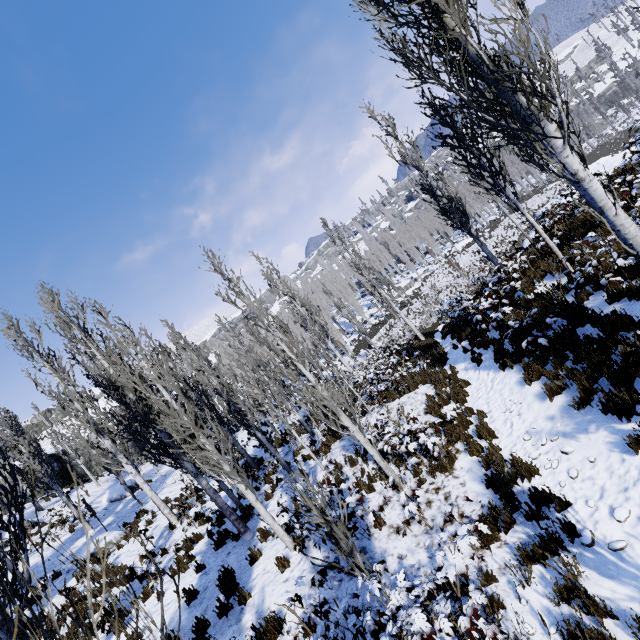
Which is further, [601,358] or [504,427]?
[504,427]

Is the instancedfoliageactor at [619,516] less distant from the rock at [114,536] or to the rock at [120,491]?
the rock at [120,491]

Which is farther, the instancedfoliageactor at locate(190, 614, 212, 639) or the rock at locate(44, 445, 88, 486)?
the rock at locate(44, 445, 88, 486)

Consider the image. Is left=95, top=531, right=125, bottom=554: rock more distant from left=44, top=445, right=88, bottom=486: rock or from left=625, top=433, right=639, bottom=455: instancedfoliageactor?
left=44, top=445, right=88, bottom=486: rock

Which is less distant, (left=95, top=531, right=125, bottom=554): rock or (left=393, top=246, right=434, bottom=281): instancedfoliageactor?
(left=95, top=531, right=125, bottom=554): rock

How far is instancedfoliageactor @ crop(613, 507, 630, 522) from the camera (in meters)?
4.45

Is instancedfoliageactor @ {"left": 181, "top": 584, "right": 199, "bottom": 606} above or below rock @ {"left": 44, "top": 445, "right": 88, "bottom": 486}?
below

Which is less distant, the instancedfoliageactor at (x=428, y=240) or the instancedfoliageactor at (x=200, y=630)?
the instancedfoliageactor at (x=200, y=630)
